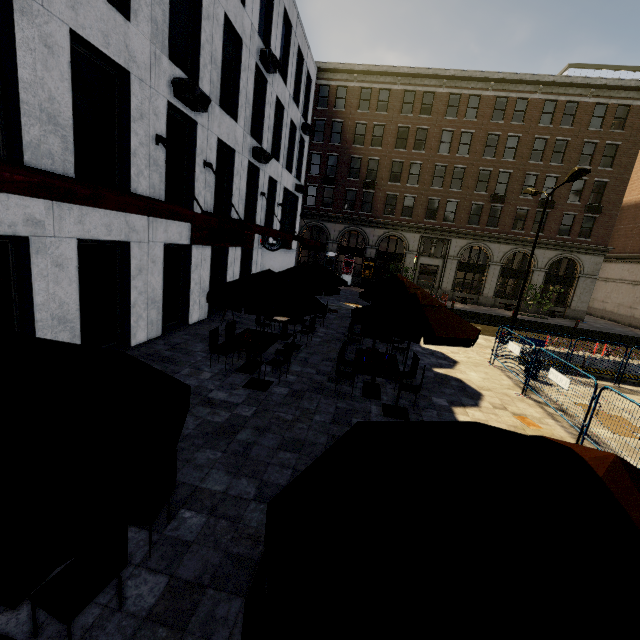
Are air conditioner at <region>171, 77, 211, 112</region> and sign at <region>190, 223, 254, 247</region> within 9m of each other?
yes

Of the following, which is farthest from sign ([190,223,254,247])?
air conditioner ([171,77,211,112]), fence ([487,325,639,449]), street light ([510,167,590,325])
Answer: street light ([510,167,590,325])

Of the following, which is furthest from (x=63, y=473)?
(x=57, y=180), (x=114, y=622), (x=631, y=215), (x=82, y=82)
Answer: (x=631, y=215)

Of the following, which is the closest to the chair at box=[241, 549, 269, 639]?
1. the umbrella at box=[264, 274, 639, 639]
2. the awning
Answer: the umbrella at box=[264, 274, 639, 639]

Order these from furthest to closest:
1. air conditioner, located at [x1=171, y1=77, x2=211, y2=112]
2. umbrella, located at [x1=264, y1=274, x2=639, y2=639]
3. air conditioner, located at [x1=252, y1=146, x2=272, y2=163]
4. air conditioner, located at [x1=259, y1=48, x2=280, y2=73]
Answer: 1. air conditioner, located at [x1=252, y1=146, x2=272, y2=163]
2. air conditioner, located at [x1=259, y1=48, x2=280, y2=73]
3. air conditioner, located at [x1=171, y1=77, x2=211, y2=112]
4. umbrella, located at [x1=264, y1=274, x2=639, y2=639]

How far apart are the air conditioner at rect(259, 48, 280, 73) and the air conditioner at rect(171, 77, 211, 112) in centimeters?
601cm

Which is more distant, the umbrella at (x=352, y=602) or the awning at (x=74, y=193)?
the awning at (x=74, y=193)

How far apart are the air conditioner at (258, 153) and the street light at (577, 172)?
12.92m
